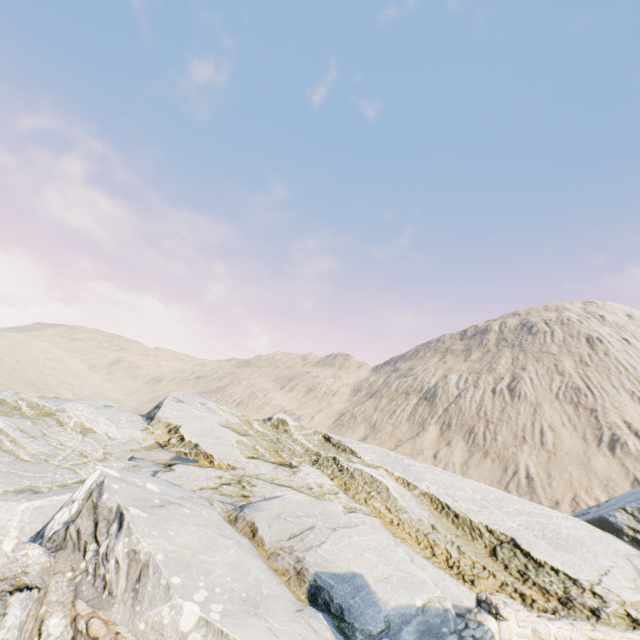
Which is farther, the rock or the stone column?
the stone column

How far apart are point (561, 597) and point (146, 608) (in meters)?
11.06

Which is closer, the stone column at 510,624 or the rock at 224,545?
the rock at 224,545
